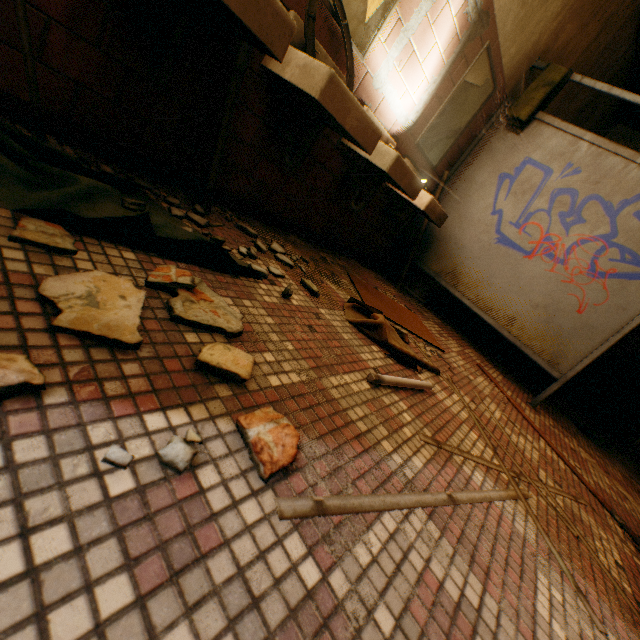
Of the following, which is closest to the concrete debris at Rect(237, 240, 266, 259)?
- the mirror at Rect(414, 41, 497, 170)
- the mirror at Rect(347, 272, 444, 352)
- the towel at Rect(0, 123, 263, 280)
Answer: the towel at Rect(0, 123, 263, 280)

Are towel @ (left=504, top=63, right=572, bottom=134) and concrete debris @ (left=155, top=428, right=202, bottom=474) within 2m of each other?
no

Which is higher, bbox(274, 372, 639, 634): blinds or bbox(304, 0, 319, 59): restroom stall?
bbox(304, 0, 319, 59): restroom stall

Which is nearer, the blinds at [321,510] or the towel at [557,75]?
the blinds at [321,510]

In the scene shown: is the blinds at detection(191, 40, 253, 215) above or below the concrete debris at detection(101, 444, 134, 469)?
above

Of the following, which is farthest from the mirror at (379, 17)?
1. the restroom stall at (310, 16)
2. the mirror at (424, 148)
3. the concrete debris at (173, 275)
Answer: the concrete debris at (173, 275)

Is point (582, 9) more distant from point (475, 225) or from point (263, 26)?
point (263, 26)

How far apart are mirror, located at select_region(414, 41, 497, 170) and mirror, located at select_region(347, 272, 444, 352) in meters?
1.2
